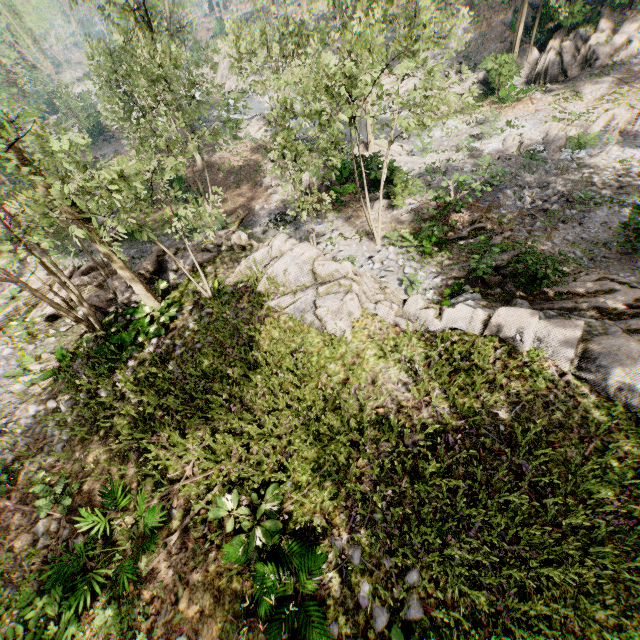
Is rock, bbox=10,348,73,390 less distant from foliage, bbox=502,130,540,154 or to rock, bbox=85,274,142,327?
rock, bbox=85,274,142,327

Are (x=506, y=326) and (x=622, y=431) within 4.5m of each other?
yes

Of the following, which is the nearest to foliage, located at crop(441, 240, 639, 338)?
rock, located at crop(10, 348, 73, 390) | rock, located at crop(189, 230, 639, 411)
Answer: rock, located at crop(189, 230, 639, 411)

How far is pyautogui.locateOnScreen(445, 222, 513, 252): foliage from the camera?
13.7m

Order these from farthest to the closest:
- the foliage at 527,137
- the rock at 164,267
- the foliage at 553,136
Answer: the foliage at 527,137, the foliage at 553,136, the rock at 164,267

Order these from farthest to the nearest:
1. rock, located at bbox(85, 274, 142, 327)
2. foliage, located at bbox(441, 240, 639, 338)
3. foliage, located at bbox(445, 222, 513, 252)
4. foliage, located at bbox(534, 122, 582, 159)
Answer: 1. foliage, located at bbox(534, 122, 582, 159)
2. foliage, located at bbox(445, 222, 513, 252)
3. rock, located at bbox(85, 274, 142, 327)
4. foliage, located at bbox(441, 240, 639, 338)

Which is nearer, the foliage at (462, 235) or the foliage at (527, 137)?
the foliage at (462, 235)
